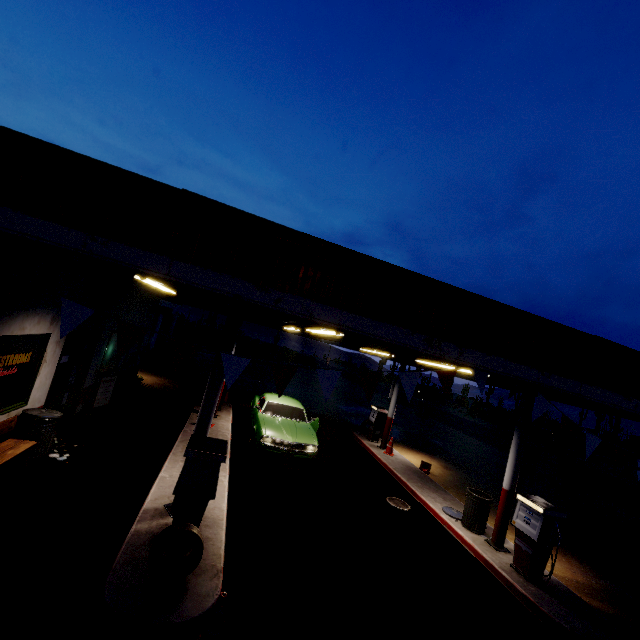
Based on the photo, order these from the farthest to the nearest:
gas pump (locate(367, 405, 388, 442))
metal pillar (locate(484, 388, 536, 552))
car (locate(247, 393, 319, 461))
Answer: gas pump (locate(367, 405, 388, 442))
car (locate(247, 393, 319, 461))
metal pillar (locate(484, 388, 536, 552))

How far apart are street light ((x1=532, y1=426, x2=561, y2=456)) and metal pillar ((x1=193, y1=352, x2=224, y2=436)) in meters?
7.2

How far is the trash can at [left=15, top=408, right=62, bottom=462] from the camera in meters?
6.4

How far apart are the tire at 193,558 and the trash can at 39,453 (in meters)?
4.02

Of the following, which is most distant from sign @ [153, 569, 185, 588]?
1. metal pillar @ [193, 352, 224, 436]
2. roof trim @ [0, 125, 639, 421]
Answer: roof trim @ [0, 125, 639, 421]

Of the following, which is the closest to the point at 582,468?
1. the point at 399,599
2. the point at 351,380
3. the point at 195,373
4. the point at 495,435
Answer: the point at 495,435

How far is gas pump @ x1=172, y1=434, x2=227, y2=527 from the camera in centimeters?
491cm

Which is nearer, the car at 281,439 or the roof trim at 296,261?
the roof trim at 296,261
